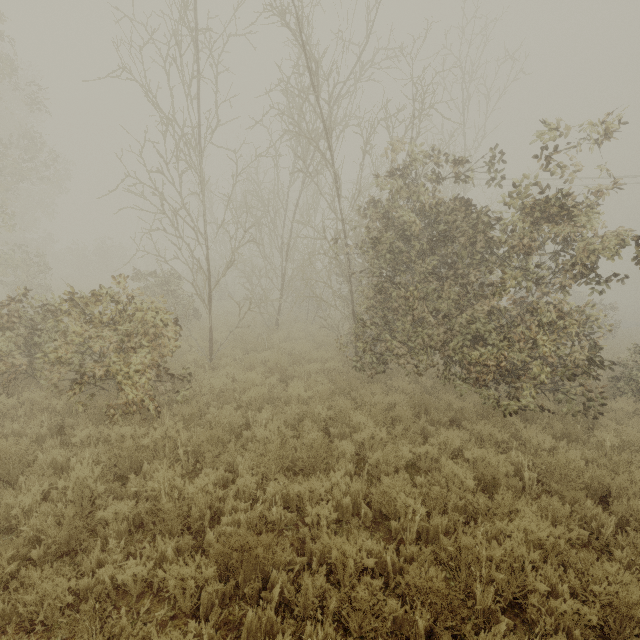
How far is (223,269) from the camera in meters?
9.9
